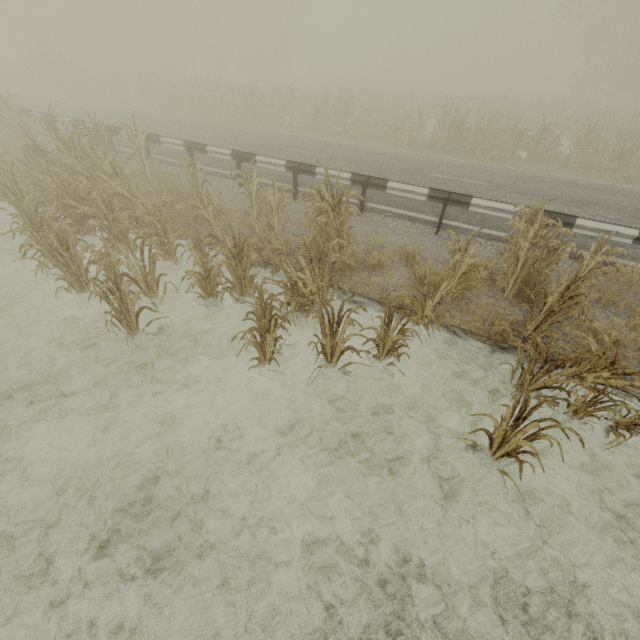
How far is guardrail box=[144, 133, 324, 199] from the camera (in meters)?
8.69

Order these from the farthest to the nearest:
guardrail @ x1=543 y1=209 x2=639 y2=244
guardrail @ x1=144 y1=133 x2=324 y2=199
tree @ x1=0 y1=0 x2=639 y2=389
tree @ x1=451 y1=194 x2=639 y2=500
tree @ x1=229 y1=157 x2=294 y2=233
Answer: guardrail @ x1=144 y1=133 x2=324 y2=199
tree @ x1=229 y1=157 x2=294 y2=233
guardrail @ x1=543 y1=209 x2=639 y2=244
tree @ x1=0 y1=0 x2=639 y2=389
tree @ x1=451 y1=194 x2=639 y2=500

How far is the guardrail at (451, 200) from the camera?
7.0m

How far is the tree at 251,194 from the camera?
6.76m

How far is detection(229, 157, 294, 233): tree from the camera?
6.8m

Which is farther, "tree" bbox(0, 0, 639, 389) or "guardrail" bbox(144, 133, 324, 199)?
"guardrail" bbox(144, 133, 324, 199)

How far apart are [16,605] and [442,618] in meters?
3.9
